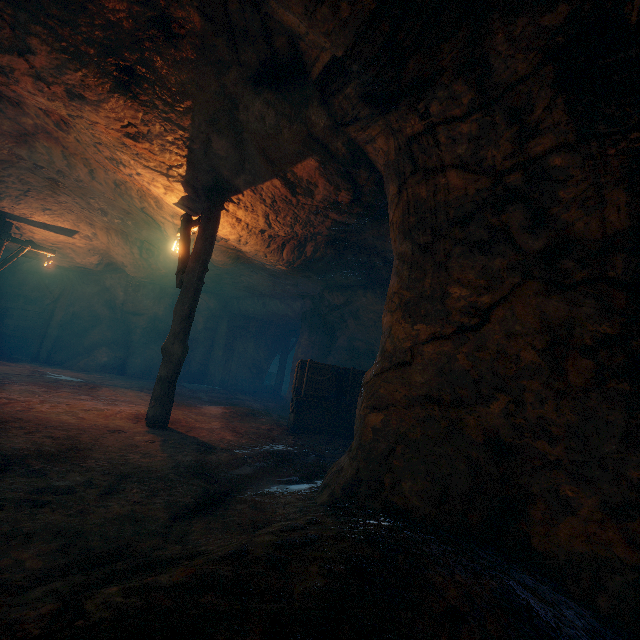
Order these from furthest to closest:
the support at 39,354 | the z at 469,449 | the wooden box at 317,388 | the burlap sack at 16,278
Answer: the burlap sack at 16,278
the support at 39,354
the wooden box at 317,388
the z at 469,449

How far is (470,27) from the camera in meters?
3.1

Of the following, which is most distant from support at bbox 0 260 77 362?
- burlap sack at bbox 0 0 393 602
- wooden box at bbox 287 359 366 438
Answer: wooden box at bbox 287 359 366 438

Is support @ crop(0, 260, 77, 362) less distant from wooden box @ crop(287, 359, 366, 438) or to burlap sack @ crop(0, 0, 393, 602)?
burlap sack @ crop(0, 0, 393, 602)

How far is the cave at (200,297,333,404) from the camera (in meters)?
15.14

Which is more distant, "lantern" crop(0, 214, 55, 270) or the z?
"lantern" crop(0, 214, 55, 270)

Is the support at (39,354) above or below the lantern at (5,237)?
below

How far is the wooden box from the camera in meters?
7.5 m
